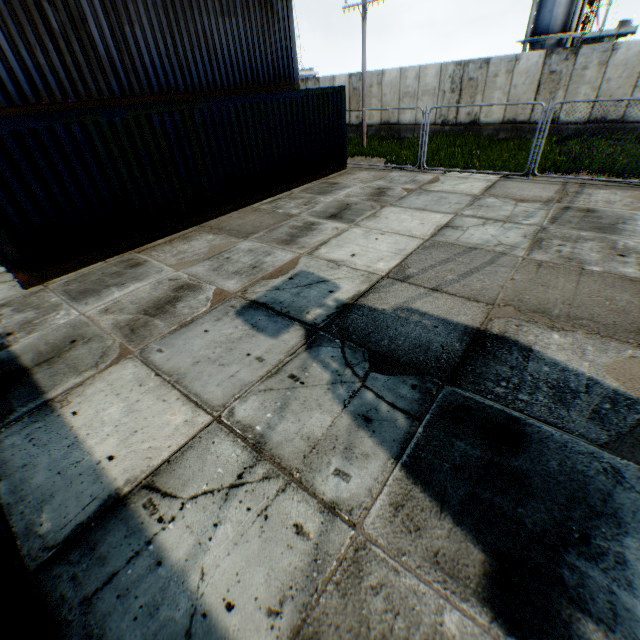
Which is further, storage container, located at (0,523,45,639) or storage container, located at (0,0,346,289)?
storage container, located at (0,0,346,289)

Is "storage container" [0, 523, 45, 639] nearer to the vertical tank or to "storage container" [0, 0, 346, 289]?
"storage container" [0, 0, 346, 289]

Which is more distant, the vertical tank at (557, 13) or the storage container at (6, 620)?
the vertical tank at (557, 13)

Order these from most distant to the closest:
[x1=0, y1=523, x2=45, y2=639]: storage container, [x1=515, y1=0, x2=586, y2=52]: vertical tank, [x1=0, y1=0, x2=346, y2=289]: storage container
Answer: [x1=515, y1=0, x2=586, y2=52]: vertical tank, [x1=0, y1=0, x2=346, y2=289]: storage container, [x1=0, y1=523, x2=45, y2=639]: storage container

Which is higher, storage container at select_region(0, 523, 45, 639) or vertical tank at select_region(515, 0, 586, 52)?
vertical tank at select_region(515, 0, 586, 52)

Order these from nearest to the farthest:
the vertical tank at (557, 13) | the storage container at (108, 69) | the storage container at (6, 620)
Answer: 1. the storage container at (6, 620)
2. the storage container at (108, 69)
3. the vertical tank at (557, 13)

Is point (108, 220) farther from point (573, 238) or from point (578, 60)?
point (578, 60)
